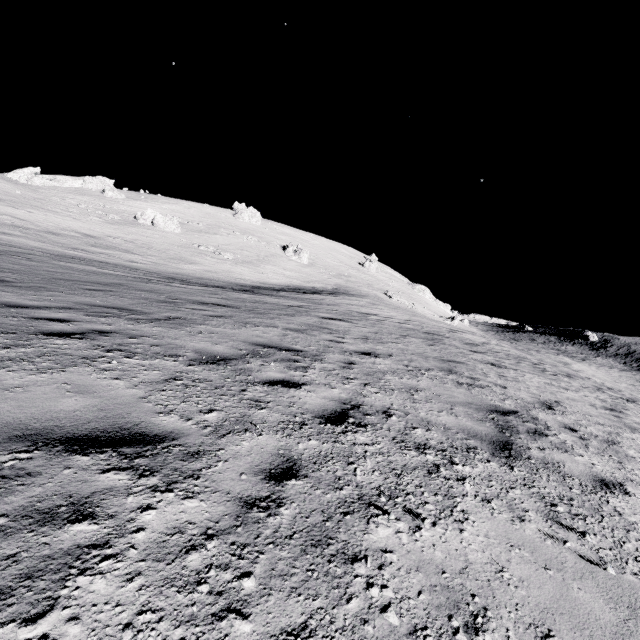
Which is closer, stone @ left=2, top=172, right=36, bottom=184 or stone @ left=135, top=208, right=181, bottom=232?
stone @ left=135, top=208, right=181, bottom=232

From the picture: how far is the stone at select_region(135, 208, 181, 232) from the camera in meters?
51.6

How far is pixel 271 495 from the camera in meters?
2.3

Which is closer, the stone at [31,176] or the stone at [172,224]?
the stone at [172,224]

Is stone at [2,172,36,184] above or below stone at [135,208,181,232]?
above

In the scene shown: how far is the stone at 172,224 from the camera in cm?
5158
